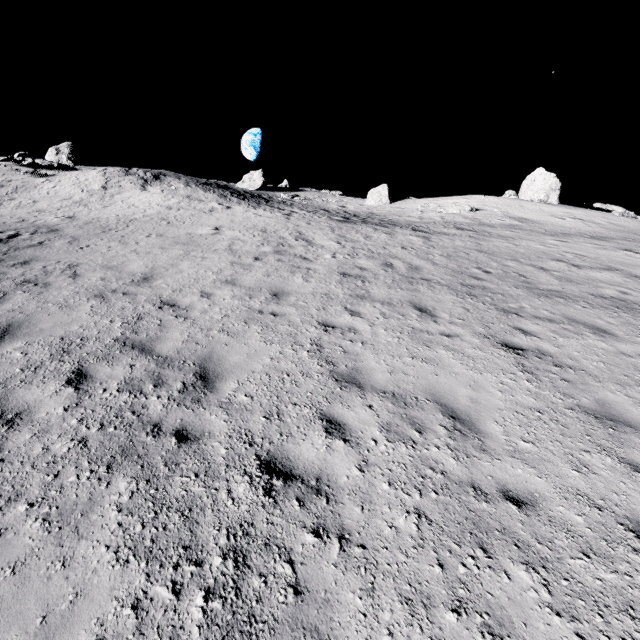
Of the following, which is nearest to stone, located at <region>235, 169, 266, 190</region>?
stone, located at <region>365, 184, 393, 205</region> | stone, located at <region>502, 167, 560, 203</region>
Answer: stone, located at <region>365, 184, 393, 205</region>

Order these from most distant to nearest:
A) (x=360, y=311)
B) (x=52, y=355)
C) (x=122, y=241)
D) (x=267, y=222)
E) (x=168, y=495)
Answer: (x=267, y=222)
(x=122, y=241)
(x=360, y=311)
(x=52, y=355)
(x=168, y=495)

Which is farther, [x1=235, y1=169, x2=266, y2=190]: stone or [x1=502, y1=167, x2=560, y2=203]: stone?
[x1=235, y1=169, x2=266, y2=190]: stone

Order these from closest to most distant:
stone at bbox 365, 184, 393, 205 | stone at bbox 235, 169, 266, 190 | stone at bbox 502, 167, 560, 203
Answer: stone at bbox 502, 167, 560, 203
stone at bbox 365, 184, 393, 205
stone at bbox 235, 169, 266, 190

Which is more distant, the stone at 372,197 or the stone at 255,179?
the stone at 255,179

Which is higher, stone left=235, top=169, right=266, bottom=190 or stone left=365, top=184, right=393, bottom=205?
stone left=235, top=169, right=266, bottom=190

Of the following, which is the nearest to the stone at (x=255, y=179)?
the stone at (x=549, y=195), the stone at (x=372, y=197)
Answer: the stone at (x=372, y=197)
